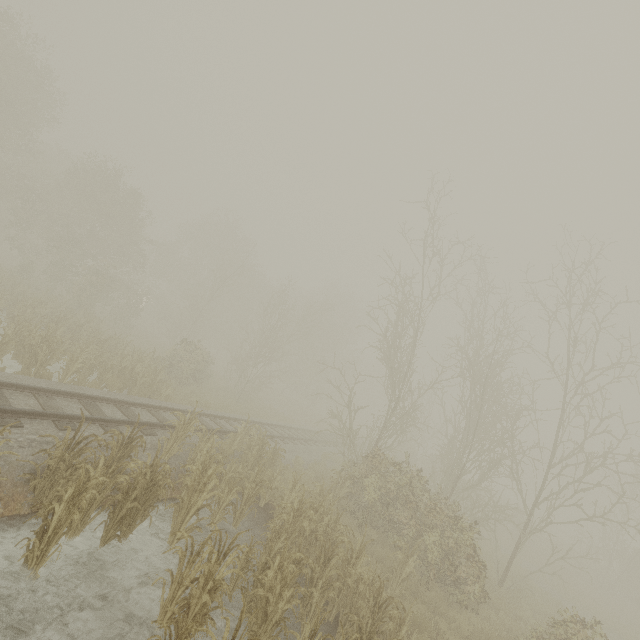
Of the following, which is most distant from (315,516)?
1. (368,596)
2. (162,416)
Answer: (162,416)
